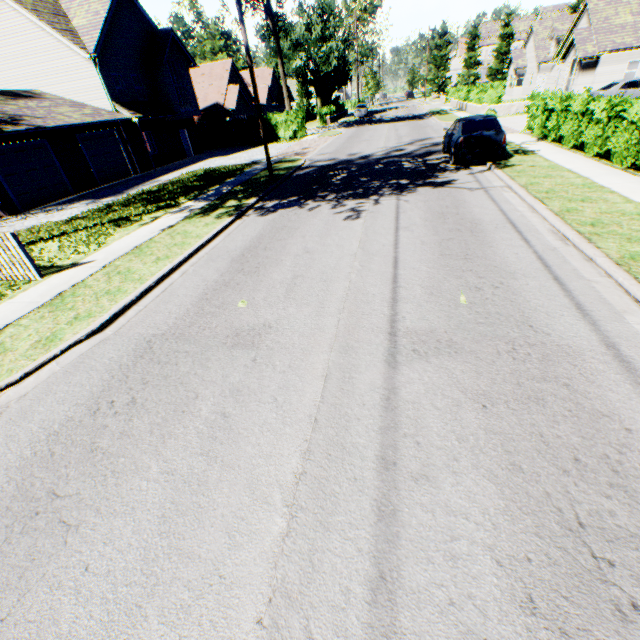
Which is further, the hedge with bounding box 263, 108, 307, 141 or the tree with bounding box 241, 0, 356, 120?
the hedge with bounding box 263, 108, 307, 141

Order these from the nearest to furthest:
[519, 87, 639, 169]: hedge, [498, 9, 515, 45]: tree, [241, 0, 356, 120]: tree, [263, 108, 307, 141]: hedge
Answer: [519, 87, 639, 169]: hedge, [241, 0, 356, 120]: tree, [263, 108, 307, 141]: hedge, [498, 9, 515, 45]: tree

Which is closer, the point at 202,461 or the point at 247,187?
the point at 202,461

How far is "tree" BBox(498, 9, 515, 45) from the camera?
58.2m

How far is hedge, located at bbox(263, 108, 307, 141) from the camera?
30.8 meters

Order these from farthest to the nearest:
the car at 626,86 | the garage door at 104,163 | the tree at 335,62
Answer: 1. the tree at 335,62
2. the car at 626,86
3. the garage door at 104,163

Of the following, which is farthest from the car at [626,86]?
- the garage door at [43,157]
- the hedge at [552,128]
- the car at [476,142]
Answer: the garage door at [43,157]

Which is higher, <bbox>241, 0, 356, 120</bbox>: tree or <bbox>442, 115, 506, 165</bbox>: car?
<bbox>241, 0, 356, 120</bbox>: tree
